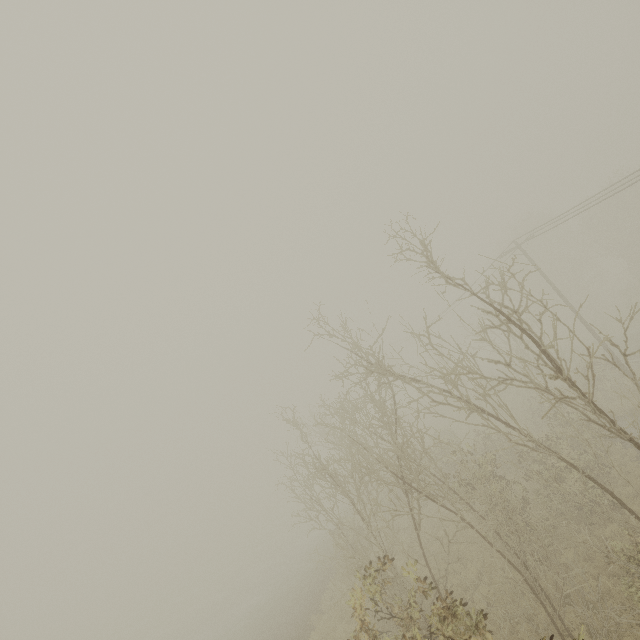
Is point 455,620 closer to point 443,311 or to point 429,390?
point 429,390
